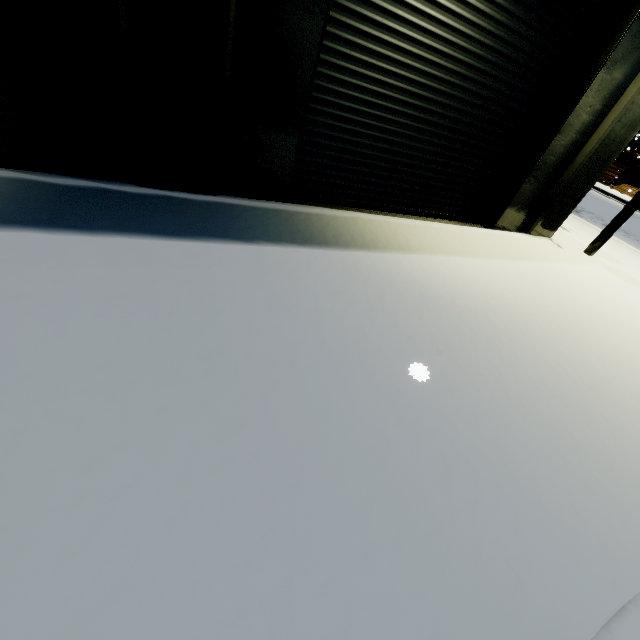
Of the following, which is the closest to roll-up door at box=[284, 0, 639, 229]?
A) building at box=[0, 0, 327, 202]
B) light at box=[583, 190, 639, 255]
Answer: building at box=[0, 0, 327, 202]

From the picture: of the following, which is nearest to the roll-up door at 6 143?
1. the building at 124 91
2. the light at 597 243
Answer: the building at 124 91

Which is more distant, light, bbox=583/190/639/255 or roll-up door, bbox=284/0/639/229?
light, bbox=583/190/639/255

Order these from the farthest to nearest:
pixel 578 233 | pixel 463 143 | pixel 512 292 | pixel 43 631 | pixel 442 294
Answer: pixel 578 233
pixel 463 143
pixel 512 292
pixel 442 294
pixel 43 631

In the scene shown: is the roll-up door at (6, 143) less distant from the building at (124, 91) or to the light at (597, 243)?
the building at (124, 91)

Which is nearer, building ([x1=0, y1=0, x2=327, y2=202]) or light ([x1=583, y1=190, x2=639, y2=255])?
building ([x1=0, y1=0, x2=327, y2=202])

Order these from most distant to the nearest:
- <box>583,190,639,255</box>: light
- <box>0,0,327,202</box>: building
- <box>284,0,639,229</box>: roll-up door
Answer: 1. <box>583,190,639,255</box>: light
2. <box>284,0,639,229</box>: roll-up door
3. <box>0,0,327,202</box>: building

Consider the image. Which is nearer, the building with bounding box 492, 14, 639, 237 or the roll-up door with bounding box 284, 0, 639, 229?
the roll-up door with bounding box 284, 0, 639, 229
